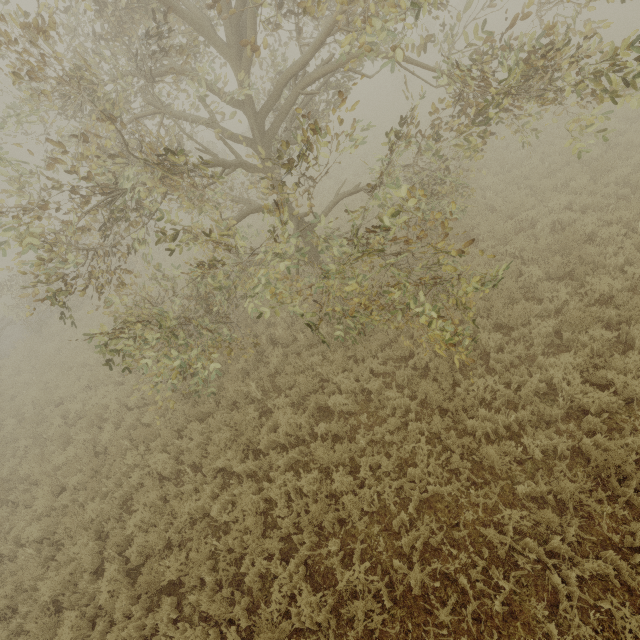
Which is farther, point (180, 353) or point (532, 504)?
point (180, 353)

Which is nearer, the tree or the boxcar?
→ the tree

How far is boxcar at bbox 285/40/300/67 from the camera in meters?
38.6 m

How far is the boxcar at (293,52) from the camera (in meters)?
38.59

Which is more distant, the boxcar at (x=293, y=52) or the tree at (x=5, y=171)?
the boxcar at (x=293, y=52)
